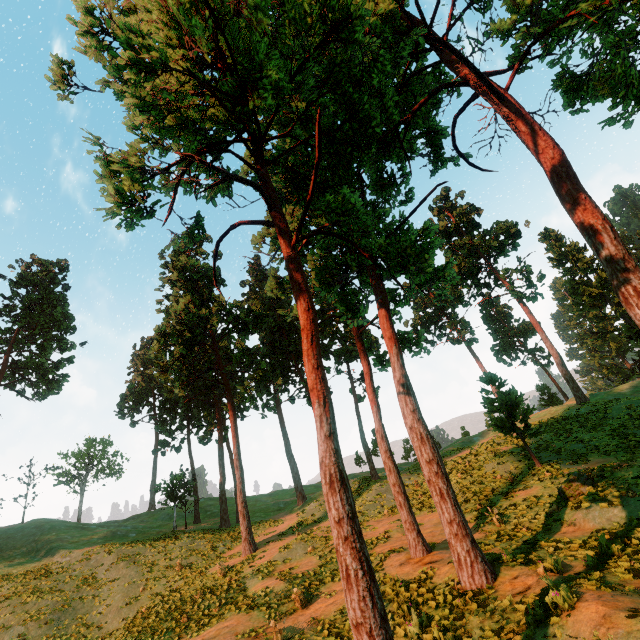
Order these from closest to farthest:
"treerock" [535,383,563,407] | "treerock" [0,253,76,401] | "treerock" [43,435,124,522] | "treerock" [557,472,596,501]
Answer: "treerock" [557,472,596,501] → "treerock" [0,253,76,401] → "treerock" [43,435,124,522] → "treerock" [535,383,563,407]

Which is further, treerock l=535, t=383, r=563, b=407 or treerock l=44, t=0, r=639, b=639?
treerock l=535, t=383, r=563, b=407

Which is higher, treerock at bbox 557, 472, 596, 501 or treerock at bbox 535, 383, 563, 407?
treerock at bbox 535, 383, 563, 407

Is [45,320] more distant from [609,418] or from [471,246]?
[609,418]

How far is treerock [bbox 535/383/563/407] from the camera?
52.22m

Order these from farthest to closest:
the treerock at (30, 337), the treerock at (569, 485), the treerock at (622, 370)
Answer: the treerock at (622, 370) → the treerock at (30, 337) → the treerock at (569, 485)

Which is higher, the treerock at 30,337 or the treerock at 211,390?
the treerock at 30,337
